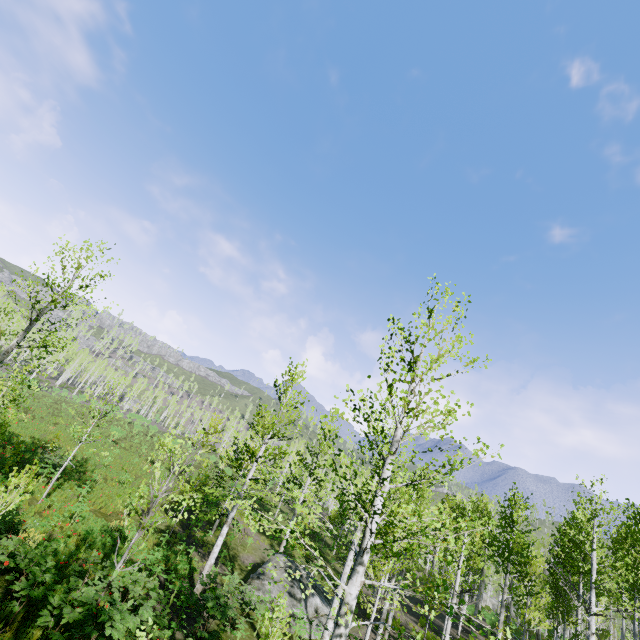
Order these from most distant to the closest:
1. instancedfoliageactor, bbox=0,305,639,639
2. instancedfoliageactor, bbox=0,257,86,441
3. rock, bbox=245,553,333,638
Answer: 1. rock, bbox=245,553,333,638
2. instancedfoliageactor, bbox=0,257,86,441
3. instancedfoliageactor, bbox=0,305,639,639

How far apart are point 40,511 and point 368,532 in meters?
16.0

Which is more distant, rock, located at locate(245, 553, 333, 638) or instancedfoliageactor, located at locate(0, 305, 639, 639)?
rock, located at locate(245, 553, 333, 638)

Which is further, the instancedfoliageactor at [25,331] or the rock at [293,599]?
the rock at [293,599]

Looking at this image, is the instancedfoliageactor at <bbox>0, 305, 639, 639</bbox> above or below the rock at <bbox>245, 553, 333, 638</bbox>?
above

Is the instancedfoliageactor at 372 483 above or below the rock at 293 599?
above

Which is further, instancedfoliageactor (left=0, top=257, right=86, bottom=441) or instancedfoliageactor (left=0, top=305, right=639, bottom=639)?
instancedfoliageactor (left=0, top=257, right=86, bottom=441)
